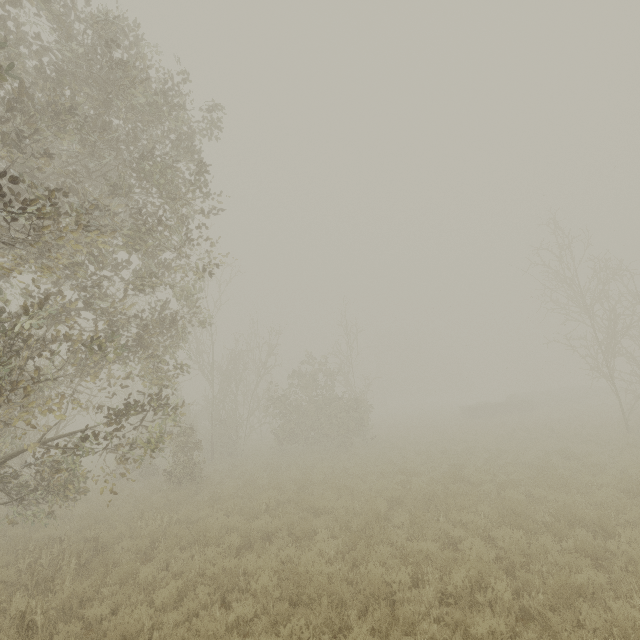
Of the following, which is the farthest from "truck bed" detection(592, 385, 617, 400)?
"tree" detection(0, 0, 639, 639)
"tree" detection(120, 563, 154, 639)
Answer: "tree" detection(120, 563, 154, 639)

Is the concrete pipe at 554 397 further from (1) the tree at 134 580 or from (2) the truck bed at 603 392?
(1) the tree at 134 580

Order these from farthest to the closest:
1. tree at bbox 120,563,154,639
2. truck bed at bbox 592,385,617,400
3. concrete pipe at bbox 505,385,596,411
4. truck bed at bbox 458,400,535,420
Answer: truck bed at bbox 592,385,617,400 < concrete pipe at bbox 505,385,596,411 < truck bed at bbox 458,400,535,420 < tree at bbox 120,563,154,639

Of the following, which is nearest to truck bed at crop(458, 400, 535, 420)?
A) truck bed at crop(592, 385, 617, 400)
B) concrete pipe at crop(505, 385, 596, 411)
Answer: concrete pipe at crop(505, 385, 596, 411)

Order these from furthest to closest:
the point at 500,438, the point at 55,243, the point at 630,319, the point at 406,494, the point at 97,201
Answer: the point at 500,438 < the point at 630,319 < the point at 406,494 < the point at 97,201 < the point at 55,243

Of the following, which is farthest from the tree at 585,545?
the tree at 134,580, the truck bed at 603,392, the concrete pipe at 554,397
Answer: the truck bed at 603,392

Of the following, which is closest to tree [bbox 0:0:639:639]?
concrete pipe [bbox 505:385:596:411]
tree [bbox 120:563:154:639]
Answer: concrete pipe [bbox 505:385:596:411]

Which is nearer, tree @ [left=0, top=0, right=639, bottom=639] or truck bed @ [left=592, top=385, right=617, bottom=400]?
tree @ [left=0, top=0, right=639, bottom=639]
